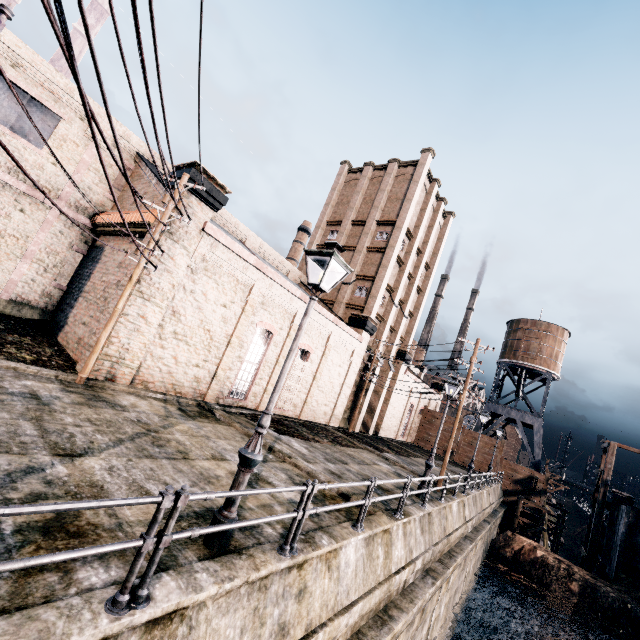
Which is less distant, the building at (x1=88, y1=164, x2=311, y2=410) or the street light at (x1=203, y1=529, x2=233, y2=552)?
the street light at (x1=203, y1=529, x2=233, y2=552)

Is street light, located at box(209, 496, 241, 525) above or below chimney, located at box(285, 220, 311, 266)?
below

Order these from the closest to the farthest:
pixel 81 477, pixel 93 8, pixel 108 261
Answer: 1. pixel 81 477
2. pixel 108 261
3. pixel 93 8

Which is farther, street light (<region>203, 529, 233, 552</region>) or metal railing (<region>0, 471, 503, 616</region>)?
street light (<region>203, 529, 233, 552</region>)

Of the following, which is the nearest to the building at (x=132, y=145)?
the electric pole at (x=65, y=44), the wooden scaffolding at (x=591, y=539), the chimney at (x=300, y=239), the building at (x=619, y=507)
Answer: the electric pole at (x=65, y=44)

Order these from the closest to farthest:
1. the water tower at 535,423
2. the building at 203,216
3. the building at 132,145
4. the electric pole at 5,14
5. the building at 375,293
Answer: the electric pole at 5,14 → the building at 203,216 → the building at 132,145 → the building at 375,293 → the water tower at 535,423

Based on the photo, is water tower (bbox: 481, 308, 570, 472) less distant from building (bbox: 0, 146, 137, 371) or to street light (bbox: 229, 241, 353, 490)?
building (bbox: 0, 146, 137, 371)

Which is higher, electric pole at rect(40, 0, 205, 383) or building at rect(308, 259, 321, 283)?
building at rect(308, 259, 321, 283)
